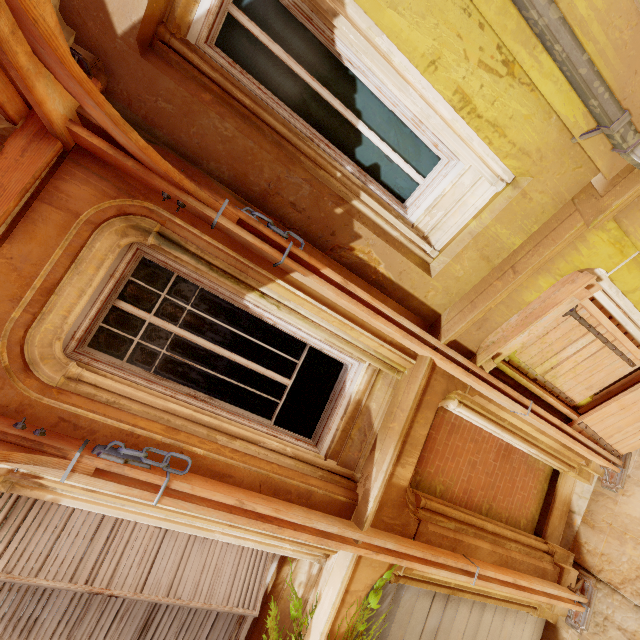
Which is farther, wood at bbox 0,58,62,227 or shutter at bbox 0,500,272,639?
shutter at bbox 0,500,272,639

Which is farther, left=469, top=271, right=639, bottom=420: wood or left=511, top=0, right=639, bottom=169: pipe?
left=469, top=271, right=639, bottom=420: wood

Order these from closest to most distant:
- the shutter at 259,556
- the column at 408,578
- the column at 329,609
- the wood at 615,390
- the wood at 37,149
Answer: the wood at 37,149 < the shutter at 259,556 < the column at 329,609 < the column at 408,578 < the wood at 615,390

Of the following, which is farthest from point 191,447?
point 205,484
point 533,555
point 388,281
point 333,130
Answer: point 533,555

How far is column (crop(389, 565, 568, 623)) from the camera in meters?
3.9

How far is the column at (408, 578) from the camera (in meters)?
3.93

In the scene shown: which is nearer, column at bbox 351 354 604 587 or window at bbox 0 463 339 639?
window at bbox 0 463 339 639

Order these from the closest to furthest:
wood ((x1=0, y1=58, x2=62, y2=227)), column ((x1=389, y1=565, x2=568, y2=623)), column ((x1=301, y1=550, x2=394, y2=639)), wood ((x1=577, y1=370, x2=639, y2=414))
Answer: wood ((x1=0, y1=58, x2=62, y2=227)), column ((x1=301, y1=550, x2=394, y2=639)), column ((x1=389, y1=565, x2=568, y2=623)), wood ((x1=577, y1=370, x2=639, y2=414))
